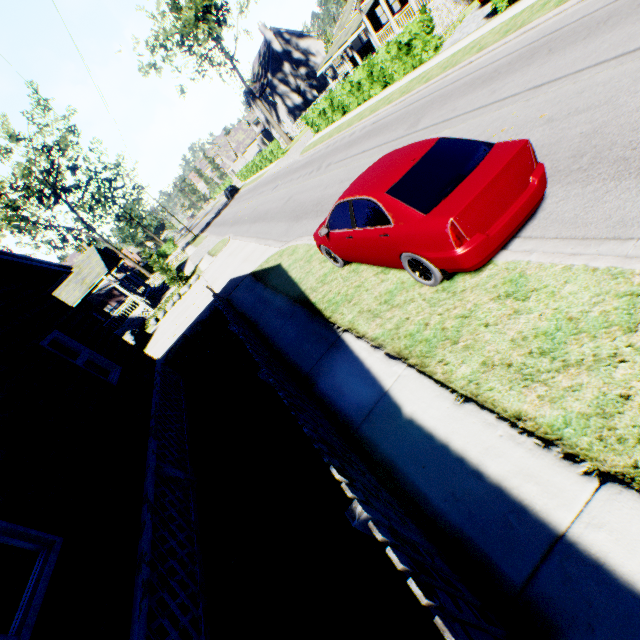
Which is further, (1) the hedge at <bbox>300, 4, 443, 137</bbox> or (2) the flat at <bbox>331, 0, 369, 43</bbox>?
(2) the flat at <bbox>331, 0, 369, 43</bbox>

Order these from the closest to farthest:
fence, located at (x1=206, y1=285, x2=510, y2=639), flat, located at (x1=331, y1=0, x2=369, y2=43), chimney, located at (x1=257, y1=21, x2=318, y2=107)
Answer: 1. fence, located at (x1=206, y1=285, x2=510, y2=639)
2. flat, located at (x1=331, y1=0, x2=369, y2=43)
3. chimney, located at (x1=257, y1=21, x2=318, y2=107)

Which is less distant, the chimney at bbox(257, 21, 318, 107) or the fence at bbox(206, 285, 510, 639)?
the fence at bbox(206, 285, 510, 639)

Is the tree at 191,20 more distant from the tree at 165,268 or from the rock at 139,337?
the rock at 139,337

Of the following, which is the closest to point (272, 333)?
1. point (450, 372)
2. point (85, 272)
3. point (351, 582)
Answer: point (450, 372)

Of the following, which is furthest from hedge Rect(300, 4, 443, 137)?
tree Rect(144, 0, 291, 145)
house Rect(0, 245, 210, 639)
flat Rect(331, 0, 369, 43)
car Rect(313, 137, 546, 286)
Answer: house Rect(0, 245, 210, 639)

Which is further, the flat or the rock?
the flat

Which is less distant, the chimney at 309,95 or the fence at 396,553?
the fence at 396,553
